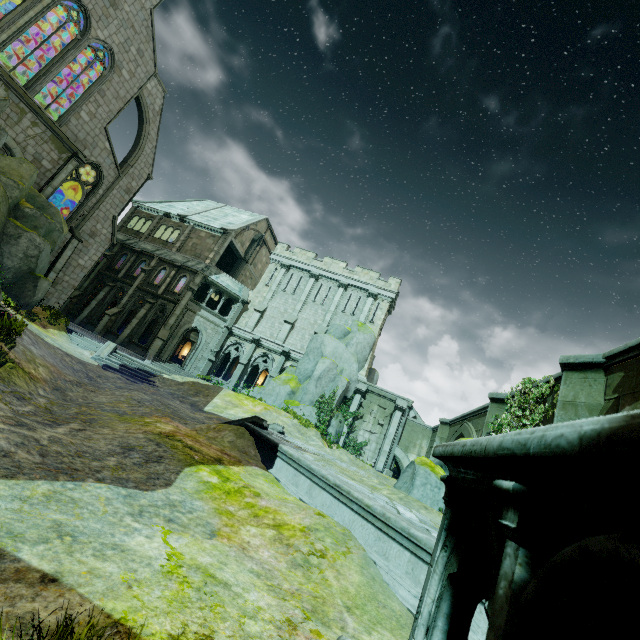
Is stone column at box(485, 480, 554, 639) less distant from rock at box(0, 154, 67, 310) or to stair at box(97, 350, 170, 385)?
stair at box(97, 350, 170, 385)

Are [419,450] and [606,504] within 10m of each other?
no

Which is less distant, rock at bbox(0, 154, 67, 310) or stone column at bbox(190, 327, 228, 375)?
rock at bbox(0, 154, 67, 310)

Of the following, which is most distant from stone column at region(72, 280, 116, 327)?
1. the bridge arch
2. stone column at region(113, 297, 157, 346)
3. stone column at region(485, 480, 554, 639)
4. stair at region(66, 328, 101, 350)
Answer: stone column at region(485, 480, 554, 639)

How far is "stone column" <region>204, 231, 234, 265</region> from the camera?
32.1 meters

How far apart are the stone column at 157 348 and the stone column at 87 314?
6.67m

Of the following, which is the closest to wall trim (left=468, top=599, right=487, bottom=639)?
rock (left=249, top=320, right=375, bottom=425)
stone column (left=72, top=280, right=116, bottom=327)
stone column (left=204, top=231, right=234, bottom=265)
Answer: rock (left=249, top=320, right=375, bottom=425)

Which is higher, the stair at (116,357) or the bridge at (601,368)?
the bridge at (601,368)
